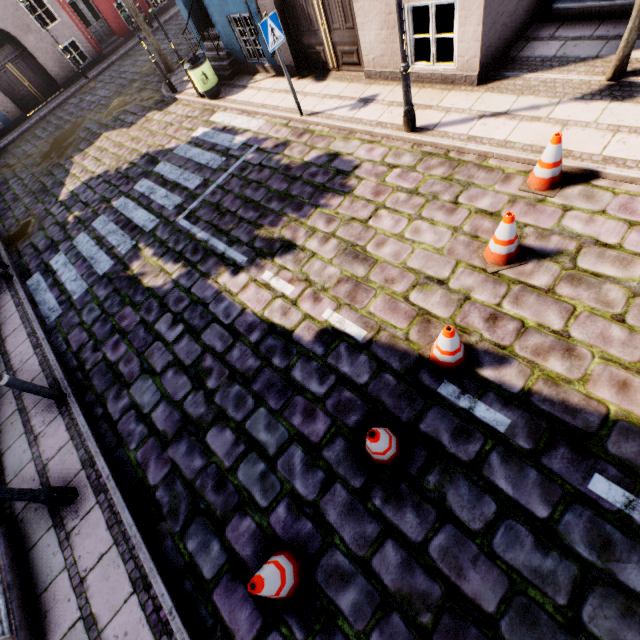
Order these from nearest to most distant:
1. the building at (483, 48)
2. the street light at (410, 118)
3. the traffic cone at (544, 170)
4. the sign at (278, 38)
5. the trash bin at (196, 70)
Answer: the traffic cone at (544, 170) < the street light at (410, 118) < the building at (483, 48) < the sign at (278, 38) < the trash bin at (196, 70)

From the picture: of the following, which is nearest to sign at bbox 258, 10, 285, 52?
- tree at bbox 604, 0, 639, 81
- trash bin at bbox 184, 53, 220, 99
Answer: trash bin at bbox 184, 53, 220, 99

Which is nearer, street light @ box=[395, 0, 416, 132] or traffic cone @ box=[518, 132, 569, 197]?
traffic cone @ box=[518, 132, 569, 197]

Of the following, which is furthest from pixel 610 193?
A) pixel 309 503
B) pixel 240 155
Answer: pixel 240 155

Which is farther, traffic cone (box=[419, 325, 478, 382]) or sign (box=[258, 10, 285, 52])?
sign (box=[258, 10, 285, 52])

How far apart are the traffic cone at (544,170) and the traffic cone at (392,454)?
3.9 meters

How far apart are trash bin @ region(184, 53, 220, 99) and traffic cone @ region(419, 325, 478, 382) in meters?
10.5 m

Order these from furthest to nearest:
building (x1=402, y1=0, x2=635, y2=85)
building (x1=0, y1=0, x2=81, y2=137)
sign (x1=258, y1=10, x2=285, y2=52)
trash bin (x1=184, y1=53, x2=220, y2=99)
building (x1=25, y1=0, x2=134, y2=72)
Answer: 1. building (x1=25, y1=0, x2=134, y2=72)
2. building (x1=0, y1=0, x2=81, y2=137)
3. trash bin (x1=184, y1=53, x2=220, y2=99)
4. sign (x1=258, y1=10, x2=285, y2=52)
5. building (x1=402, y1=0, x2=635, y2=85)
